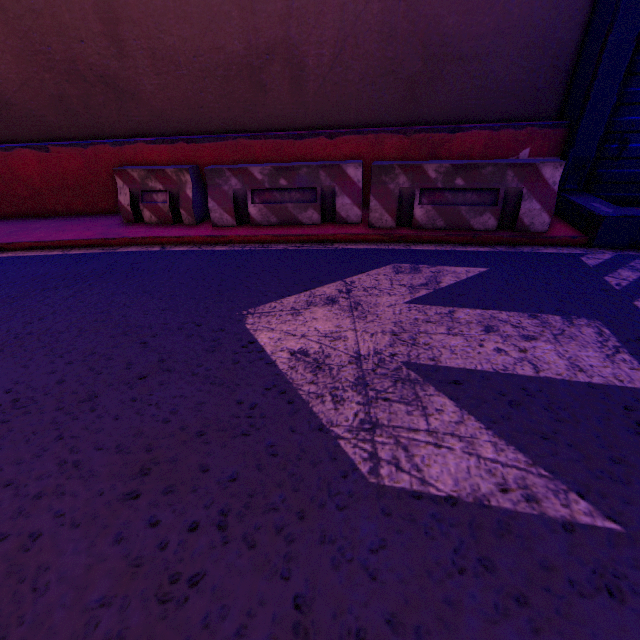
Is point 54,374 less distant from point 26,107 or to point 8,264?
point 8,264

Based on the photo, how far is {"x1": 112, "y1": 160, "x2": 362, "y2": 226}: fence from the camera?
5.0m

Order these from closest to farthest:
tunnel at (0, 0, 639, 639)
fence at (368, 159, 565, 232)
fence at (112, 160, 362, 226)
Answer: tunnel at (0, 0, 639, 639), fence at (368, 159, 565, 232), fence at (112, 160, 362, 226)

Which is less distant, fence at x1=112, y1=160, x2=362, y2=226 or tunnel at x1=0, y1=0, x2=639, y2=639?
tunnel at x1=0, y1=0, x2=639, y2=639

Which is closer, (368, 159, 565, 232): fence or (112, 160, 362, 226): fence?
(368, 159, 565, 232): fence

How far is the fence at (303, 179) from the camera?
5.0m

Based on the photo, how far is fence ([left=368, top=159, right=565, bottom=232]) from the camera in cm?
429

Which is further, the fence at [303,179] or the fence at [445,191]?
the fence at [303,179]
